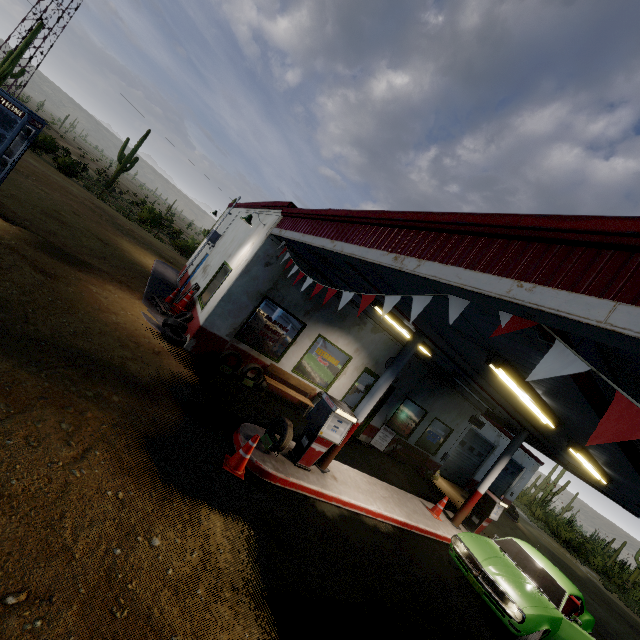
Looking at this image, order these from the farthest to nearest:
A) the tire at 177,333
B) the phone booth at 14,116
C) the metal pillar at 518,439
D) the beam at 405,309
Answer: the metal pillar at 518,439 < the tire at 177,333 < the phone booth at 14,116 < the beam at 405,309

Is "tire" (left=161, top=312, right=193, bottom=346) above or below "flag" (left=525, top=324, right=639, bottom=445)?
below

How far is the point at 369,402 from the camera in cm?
734

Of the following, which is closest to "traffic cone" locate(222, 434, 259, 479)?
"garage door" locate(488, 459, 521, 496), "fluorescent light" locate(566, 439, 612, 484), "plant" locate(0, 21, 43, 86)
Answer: "fluorescent light" locate(566, 439, 612, 484)

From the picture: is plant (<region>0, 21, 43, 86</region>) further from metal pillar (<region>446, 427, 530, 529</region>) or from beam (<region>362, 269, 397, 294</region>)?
metal pillar (<region>446, 427, 530, 529</region>)

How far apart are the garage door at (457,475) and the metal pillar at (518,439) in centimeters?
702cm

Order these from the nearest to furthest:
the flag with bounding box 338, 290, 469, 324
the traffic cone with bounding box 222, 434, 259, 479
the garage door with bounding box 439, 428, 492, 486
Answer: the flag with bounding box 338, 290, 469, 324 → the traffic cone with bounding box 222, 434, 259, 479 → the garage door with bounding box 439, 428, 492, 486

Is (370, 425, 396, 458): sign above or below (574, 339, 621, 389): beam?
below
